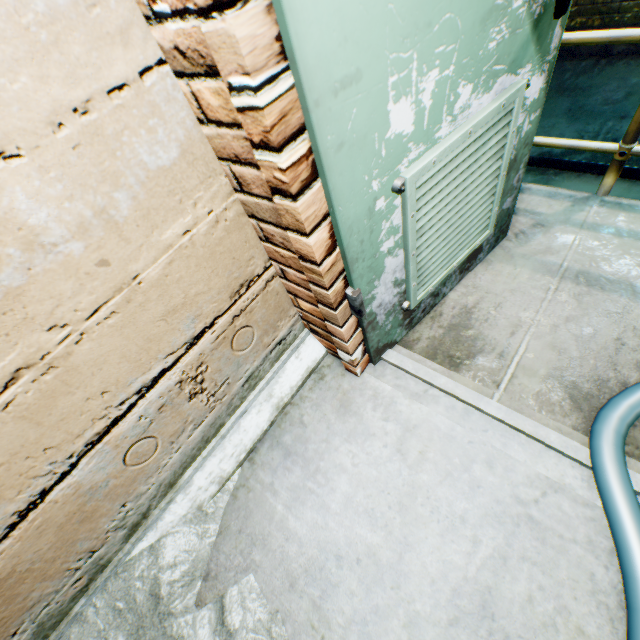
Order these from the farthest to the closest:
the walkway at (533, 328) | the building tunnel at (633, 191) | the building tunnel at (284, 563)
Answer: the building tunnel at (633, 191) < the walkway at (533, 328) < the building tunnel at (284, 563)

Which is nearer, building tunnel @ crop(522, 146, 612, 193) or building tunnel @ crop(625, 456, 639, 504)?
building tunnel @ crop(625, 456, 639, 504)

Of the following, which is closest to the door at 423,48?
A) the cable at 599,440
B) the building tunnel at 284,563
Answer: the building tunnel at 284,563

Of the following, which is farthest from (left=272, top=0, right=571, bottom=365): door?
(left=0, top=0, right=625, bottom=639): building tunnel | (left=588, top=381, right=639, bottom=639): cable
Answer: (left=588, top=381, right=639, bottom=639): cable

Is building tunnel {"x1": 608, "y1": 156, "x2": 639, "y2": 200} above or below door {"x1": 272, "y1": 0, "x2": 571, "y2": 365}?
below

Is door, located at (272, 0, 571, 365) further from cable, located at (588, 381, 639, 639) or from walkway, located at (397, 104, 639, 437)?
cable, located at (588, 381, 639, 639)

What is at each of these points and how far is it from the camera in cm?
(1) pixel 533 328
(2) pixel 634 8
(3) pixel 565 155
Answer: (1) walkway, 147
(2) building tunnel, 323
(3) building tunnel, 330

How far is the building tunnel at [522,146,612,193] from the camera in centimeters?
316cm
